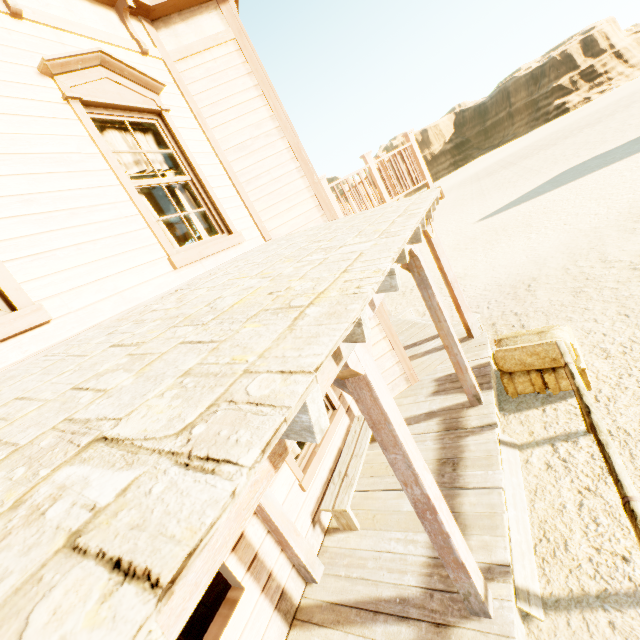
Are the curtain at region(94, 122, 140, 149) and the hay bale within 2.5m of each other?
no

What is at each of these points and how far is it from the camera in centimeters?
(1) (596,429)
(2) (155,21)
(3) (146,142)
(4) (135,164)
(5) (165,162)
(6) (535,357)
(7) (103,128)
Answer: (1) hitch post, 286cm
(2) building, 433cm
(3) curtain, 394cm
(4) curtain, 375cm
(5) curtain, 414cm
(6) hay bale, 468cm
(7) curtain, 354cm

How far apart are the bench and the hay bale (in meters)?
2.02

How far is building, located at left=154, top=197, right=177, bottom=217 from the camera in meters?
9.0 m

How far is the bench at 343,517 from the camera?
3.8m

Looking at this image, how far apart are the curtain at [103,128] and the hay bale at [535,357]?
4.4 meters

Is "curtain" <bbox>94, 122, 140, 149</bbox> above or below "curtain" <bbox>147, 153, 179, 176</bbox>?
above

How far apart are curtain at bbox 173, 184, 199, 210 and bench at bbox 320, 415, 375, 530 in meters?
3.4
